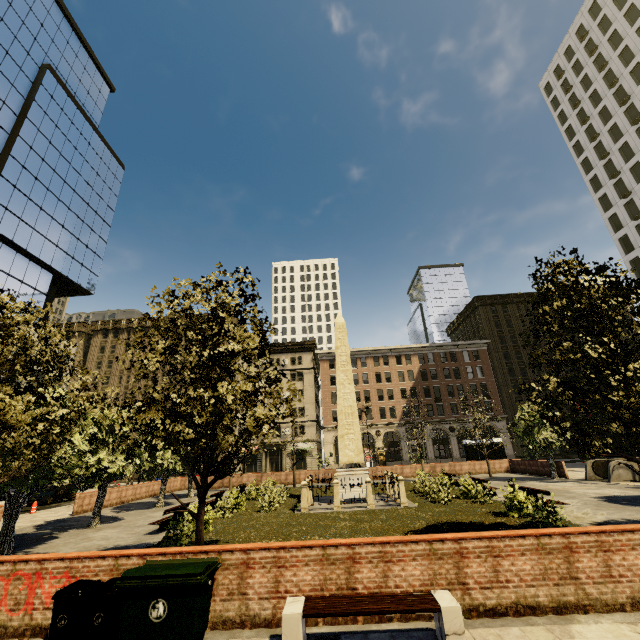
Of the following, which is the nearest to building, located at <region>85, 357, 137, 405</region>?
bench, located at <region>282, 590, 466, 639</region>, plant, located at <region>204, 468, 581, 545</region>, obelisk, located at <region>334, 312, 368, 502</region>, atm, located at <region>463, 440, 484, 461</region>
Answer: atm, located at <region>463, 440, 484, 461</region>

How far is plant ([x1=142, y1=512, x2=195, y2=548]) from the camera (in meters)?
11.05

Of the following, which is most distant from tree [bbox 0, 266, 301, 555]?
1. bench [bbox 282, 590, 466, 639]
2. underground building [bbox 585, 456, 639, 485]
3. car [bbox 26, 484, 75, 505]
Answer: car [bbox 26, 484, 75, 505]

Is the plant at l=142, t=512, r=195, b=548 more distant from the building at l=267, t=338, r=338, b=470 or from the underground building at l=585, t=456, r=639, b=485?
the building at l=267, t=338, r=338, b=470

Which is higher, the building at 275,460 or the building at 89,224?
the building at 89,224

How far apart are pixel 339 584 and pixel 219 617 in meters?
2.2

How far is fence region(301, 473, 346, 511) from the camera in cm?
1644

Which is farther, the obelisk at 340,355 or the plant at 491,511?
the obelisk at 340,355
